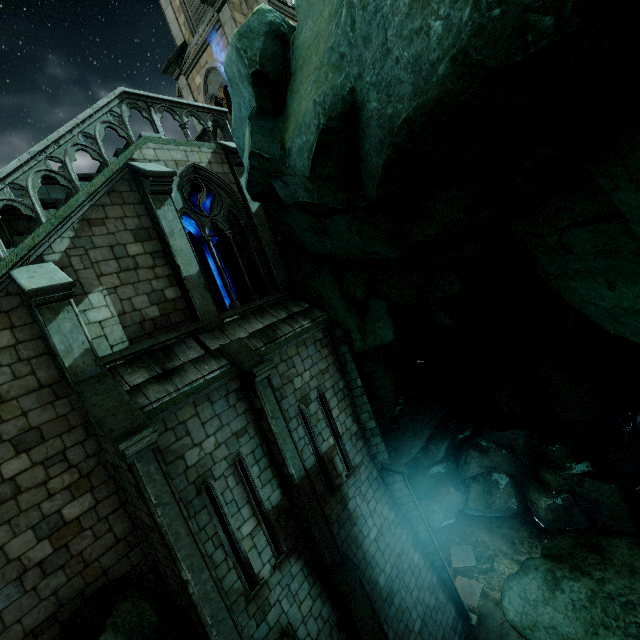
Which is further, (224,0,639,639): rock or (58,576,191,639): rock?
(58,576,191,639): rock

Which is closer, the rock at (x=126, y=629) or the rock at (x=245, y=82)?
the rock at (x=245, y=82)

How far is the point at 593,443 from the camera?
16.1m

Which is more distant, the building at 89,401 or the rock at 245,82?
the building at 89,401

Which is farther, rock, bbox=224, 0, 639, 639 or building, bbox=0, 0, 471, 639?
building, bbox=0, 0, 471, 639
